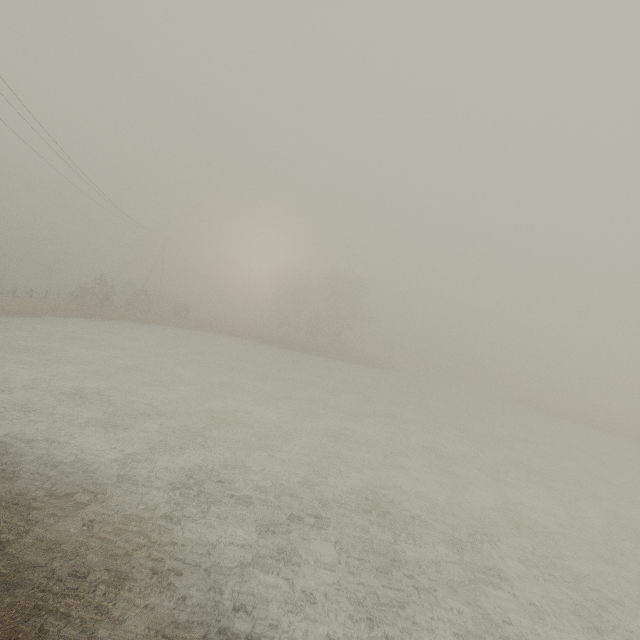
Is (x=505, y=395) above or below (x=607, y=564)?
above

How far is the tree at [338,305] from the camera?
53.97m

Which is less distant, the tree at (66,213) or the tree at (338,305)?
the tree at (66,213)

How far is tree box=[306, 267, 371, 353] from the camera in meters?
54.0 m

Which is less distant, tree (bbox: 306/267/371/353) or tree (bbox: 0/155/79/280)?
tree (bbox: 0/155/79/280)
